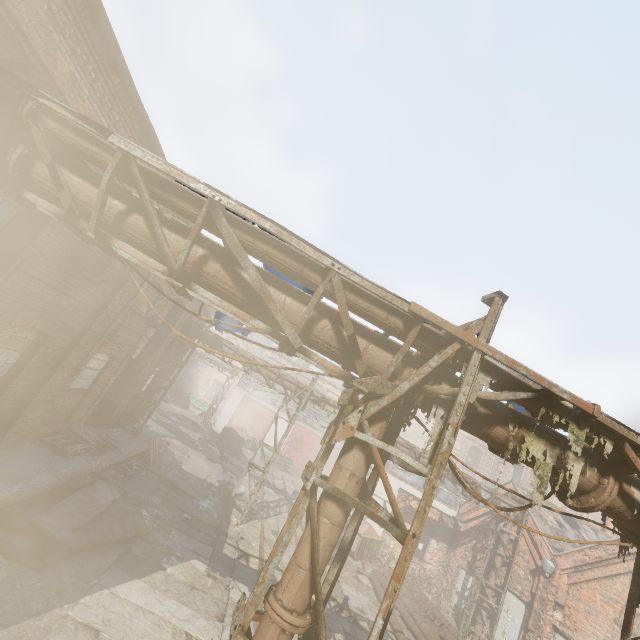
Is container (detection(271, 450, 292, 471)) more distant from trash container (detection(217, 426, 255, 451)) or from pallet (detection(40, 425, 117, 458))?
pallet (detection(40, 425, 117, 458))

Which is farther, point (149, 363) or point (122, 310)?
point (149, 363)

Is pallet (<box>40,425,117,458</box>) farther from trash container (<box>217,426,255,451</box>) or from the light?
trash container (<box>217,426,255,451</box>)

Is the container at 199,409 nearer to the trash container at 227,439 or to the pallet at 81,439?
the trash container at 227,439

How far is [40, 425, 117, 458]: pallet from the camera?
9.0 meters

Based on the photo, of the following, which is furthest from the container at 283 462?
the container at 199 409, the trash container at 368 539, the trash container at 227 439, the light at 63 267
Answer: the light at 63 267

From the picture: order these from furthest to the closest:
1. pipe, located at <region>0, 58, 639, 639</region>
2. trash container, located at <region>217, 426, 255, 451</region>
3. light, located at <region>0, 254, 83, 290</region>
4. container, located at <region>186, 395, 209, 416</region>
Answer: container, located at <region>186, 395, 209, 416</region>
trash container, located at <region>217, 426, 255, 451</region>
light, located at <region>0, 254, 83, 290</region>
pipe, located at <region>0, 58, 639, 639</region>

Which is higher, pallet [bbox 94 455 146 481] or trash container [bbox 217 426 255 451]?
trash container [bbox 217 426 255 451]
